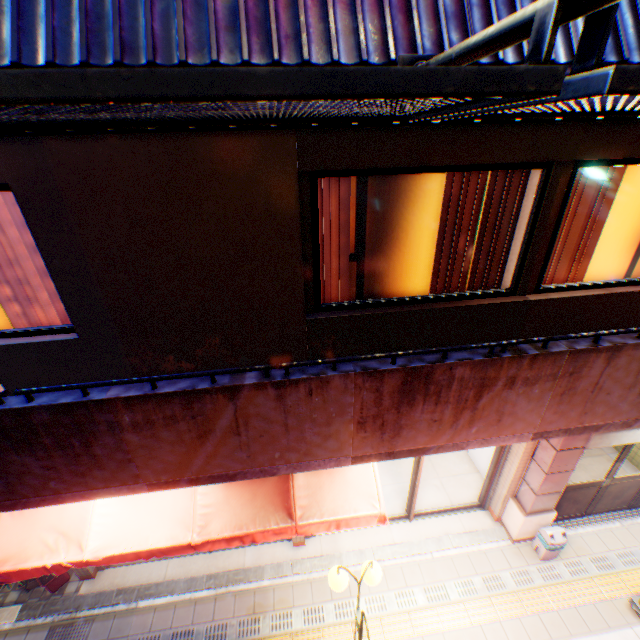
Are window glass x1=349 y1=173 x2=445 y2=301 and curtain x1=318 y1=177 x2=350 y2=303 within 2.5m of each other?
yes

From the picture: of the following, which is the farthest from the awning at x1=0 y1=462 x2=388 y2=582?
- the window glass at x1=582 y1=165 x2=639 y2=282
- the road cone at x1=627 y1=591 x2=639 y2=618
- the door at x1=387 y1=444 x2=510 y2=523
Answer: the road cone at x1=627 y1=591 x2=639 y2=618

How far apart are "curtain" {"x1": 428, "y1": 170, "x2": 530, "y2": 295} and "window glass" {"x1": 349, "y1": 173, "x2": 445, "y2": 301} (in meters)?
0.17

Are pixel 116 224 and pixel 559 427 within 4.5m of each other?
no

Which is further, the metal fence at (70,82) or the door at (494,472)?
the door at (494,472)

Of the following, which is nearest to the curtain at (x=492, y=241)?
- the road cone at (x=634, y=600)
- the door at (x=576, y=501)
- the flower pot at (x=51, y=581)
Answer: the door at (x=576, y=501)

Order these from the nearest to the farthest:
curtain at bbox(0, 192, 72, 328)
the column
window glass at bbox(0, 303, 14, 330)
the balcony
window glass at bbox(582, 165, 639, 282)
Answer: the balcony, curtain at bbox(0, 192, 72, 328), window glass at bbox(0, 303, 14, 330), window glass at bbox(582, 165, 639, 282), the column

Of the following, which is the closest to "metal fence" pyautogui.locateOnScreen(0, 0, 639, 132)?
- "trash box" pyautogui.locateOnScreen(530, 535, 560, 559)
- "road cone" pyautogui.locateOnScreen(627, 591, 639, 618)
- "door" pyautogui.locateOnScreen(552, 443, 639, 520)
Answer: "door" pyautogui.locateOnScreen(552, 443, 639, 520)
